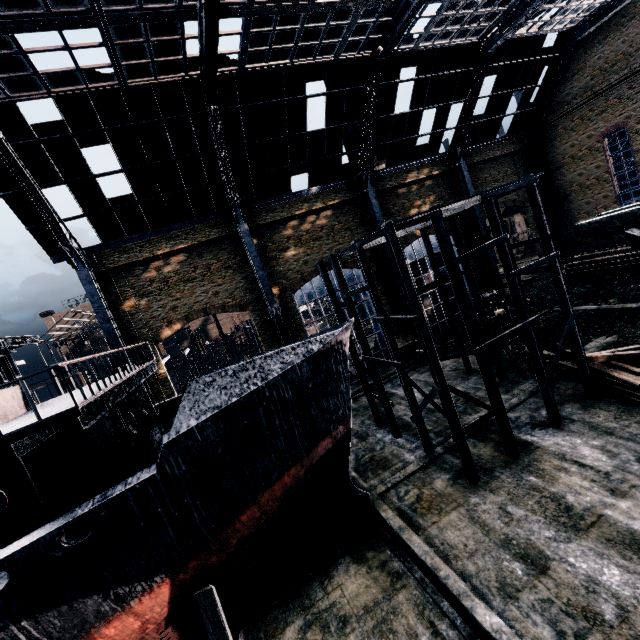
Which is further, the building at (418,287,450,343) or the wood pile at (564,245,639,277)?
the building at (418,287,450,343)

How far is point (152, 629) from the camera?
8.9 meters

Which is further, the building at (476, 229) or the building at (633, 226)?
the building at (476, 229)

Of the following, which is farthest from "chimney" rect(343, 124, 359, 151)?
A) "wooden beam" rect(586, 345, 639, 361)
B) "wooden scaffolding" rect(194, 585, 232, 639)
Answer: "wooden scaffolding" rect(194, 585, 232, 639)

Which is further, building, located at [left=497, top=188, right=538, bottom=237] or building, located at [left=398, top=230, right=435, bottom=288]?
building, located at [left=497, top=188, right=538, bottom=237]

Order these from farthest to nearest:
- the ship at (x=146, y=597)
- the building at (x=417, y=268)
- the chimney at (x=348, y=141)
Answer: the chimney at (x=348, y=141), the building at (x=417, y=268), the ship at (x=146, y=597)

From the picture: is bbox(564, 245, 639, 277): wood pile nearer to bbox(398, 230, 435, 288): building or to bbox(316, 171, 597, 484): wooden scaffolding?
bbox(398, 230, 435, 288): building
